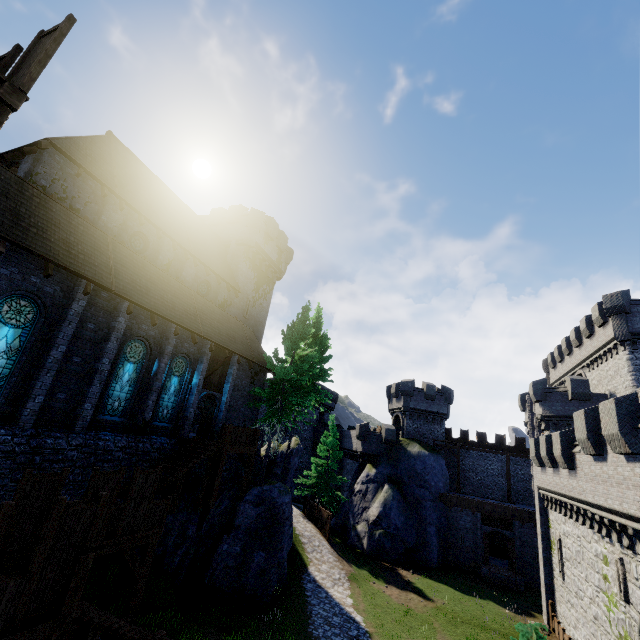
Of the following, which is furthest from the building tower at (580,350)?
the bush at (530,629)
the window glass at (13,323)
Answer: the window glass at (13,323)

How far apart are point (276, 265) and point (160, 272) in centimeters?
1542cm

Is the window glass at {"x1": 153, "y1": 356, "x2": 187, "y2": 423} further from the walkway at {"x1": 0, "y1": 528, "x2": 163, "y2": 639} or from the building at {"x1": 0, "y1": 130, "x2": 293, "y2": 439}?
the walkway at {"x1": 0, "y1": 528, "x2": 163, "y2": 639}

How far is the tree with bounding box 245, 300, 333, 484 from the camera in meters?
22.4

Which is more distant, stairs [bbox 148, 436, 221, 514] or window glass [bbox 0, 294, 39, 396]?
stairs [bbox 148, 436, 221, 514]

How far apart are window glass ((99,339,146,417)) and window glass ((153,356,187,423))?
1.53m

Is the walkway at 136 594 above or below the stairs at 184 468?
below

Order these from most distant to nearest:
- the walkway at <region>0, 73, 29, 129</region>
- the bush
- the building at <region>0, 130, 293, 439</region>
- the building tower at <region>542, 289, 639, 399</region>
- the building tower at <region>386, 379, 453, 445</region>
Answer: the building tower at <region>386, 379, 453, 445</region> → the building tower at <region>542, 289, 639, 399</region> → the bush → the building at <region>0, 130, 293, 439</region> → the walkway at <region>0, 73, 29, 129</region>
